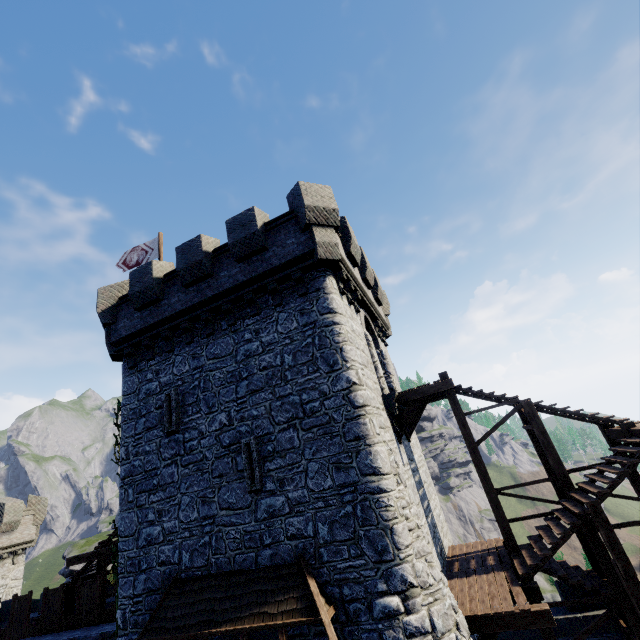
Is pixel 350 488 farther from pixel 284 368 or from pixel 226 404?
pixel 226 404

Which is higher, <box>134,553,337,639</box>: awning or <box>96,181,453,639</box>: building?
<box>96,181,453,639</box>: building

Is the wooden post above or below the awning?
below

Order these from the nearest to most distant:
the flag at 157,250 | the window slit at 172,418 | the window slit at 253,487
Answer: the window slit at 253,487 → the window slit at 172,418 → the flag at 157,250

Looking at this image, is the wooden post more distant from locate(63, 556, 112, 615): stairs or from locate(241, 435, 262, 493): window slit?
locate(63, 556, 112, 615): stairs

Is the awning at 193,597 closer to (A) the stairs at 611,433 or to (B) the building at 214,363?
(B) the building at 214,363

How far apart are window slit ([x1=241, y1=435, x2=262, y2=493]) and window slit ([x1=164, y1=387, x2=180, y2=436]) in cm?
256

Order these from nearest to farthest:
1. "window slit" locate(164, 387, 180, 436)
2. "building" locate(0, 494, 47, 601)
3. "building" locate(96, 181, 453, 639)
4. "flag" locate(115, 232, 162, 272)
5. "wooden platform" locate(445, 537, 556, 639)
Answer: "wooden platform" locate(445, 537, 556, 639), "building" locate(96, 181, 453, 639), "window slit" locate(164, 387, 180, 436), "flag" locate(115, 232, 162, 272), "building" locate(0, 494, 47, 601)
